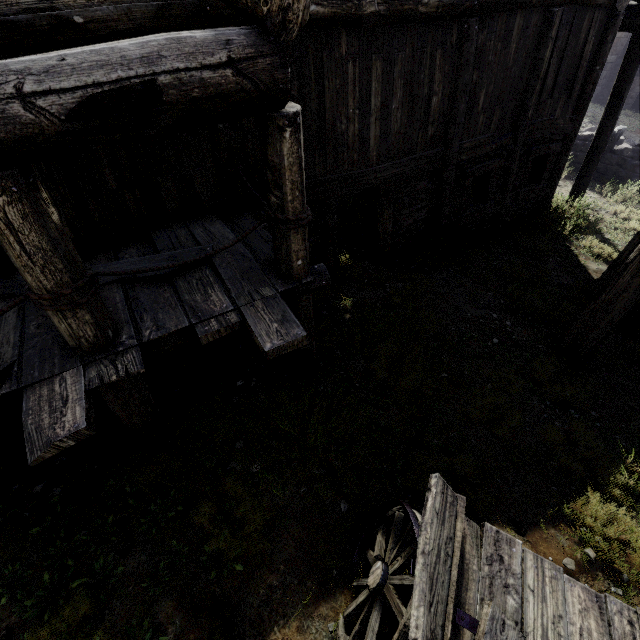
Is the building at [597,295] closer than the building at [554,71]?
No

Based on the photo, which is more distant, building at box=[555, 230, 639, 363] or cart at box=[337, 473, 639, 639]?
building at box=[555, 230, 639, 363]

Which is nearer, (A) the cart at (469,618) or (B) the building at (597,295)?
(A) the cart at (469,618)

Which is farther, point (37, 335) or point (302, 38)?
point (302, 38)

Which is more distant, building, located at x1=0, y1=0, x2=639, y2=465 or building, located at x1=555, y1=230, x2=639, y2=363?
building, located at x1=555, y1=230, x2=639, y2=363
